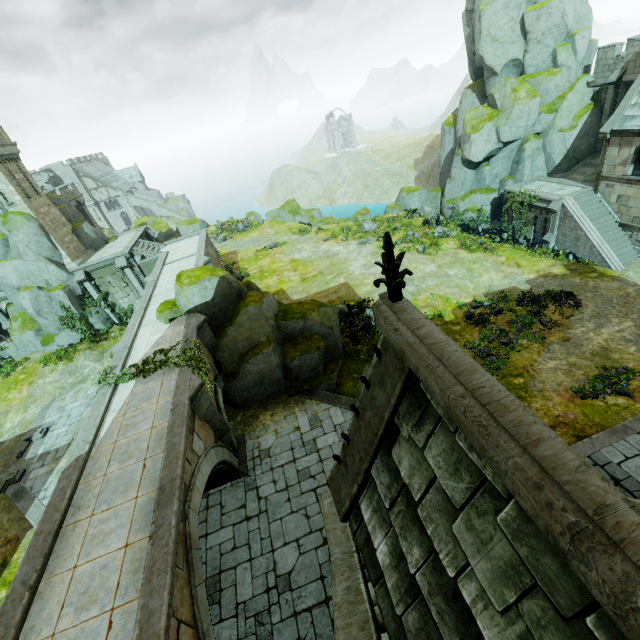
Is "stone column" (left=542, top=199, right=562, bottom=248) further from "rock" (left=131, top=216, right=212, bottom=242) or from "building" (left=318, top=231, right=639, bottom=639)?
"building" (left=318, top=231, right=639, bottom=639)

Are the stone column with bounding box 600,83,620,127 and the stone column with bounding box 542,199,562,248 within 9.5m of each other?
yes

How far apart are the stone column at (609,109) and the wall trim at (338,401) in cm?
2791

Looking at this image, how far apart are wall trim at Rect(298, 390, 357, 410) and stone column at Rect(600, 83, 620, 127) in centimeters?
2791cm

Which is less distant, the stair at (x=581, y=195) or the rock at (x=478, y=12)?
the stair at (x=581, y=195)

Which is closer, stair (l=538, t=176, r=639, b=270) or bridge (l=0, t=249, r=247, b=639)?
bridge (l=0, t=249, r=247, b=639)

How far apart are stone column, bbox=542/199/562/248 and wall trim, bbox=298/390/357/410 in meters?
19.1

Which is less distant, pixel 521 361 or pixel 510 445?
pixel 510 445
